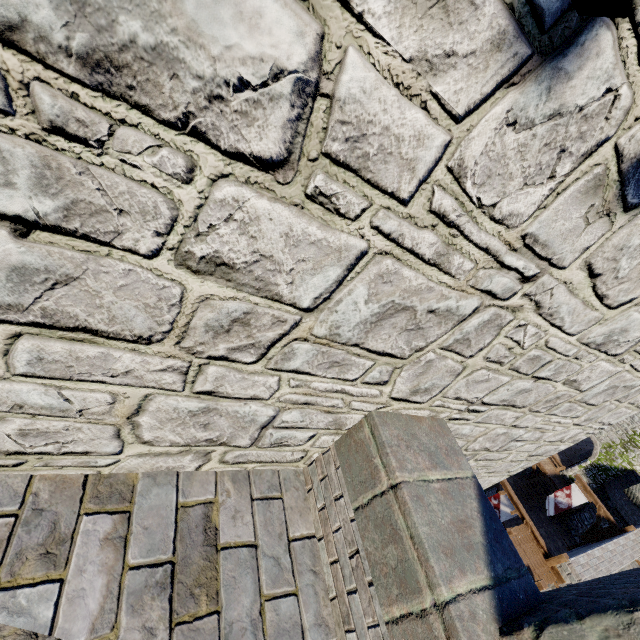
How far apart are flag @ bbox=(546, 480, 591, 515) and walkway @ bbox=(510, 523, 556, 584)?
9.5m

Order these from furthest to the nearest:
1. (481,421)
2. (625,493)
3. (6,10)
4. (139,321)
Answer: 1. (625,493)
2. (481,421)
3. (139,321)
4. (6,10)

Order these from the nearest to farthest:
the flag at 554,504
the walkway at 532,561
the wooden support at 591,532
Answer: the walkway at 532,561, the wooden support at 591,532, the flag at 554,504

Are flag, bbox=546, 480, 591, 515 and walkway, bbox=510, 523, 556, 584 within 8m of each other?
no

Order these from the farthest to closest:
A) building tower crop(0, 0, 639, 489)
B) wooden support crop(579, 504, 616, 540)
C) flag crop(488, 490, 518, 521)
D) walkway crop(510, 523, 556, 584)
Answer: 1. wooden support crop(579, 504, 616, 540)
2. flag crop(488, 490, 518, 521)
3. walkway crop(510, 523, 556, 584)
4. building tower crop(0, 0, 639, 489)

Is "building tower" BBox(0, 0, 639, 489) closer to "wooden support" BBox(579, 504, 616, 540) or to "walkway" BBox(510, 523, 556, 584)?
"walkway" BBox(510, 523, 556, 584)

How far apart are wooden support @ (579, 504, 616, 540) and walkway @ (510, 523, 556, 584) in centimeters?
981cm

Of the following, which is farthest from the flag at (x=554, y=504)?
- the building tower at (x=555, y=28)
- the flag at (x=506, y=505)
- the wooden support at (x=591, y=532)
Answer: the building tower at (x=555, y=28)
